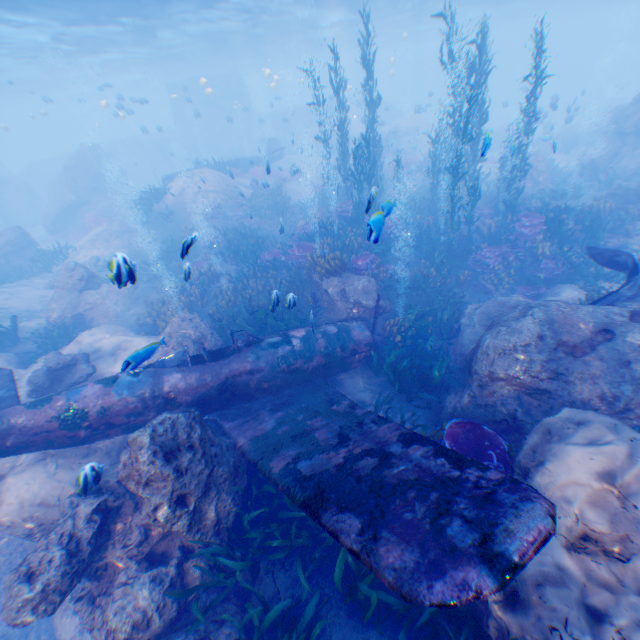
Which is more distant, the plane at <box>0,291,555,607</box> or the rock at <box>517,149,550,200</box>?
the rock at <box>517,149,550,200</box>

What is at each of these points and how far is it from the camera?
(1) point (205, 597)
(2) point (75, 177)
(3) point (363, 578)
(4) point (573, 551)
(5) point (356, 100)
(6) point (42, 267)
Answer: (1) rock, 5.5 meters
(2) rock, 25.8 meters
(3) instancedfoliageactor, 4.8 meters
(4) rock, 4.0 meters
(5) submarine, 41.4 meters
(6) instancedfoliageactor, 17.5 meters

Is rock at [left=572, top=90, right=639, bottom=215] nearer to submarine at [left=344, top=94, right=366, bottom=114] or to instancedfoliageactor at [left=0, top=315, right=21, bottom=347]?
submarine at [left=344, top=94, right=366, bottom=114]

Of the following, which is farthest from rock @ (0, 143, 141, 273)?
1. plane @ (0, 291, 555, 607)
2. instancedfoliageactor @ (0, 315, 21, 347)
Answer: instancedfoliageactor @ (0, 315, 21, 347)

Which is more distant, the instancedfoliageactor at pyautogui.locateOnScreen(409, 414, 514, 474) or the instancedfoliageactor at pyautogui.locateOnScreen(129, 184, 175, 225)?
the instancedfoliageactor at pyautogui.locateOnScreen(129, 184, 175, 225)

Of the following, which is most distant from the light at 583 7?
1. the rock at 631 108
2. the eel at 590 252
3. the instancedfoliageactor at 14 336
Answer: the instancedfoliageactor at 14 336

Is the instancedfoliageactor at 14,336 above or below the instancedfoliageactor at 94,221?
below

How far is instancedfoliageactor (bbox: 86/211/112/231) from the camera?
23.2 meters
